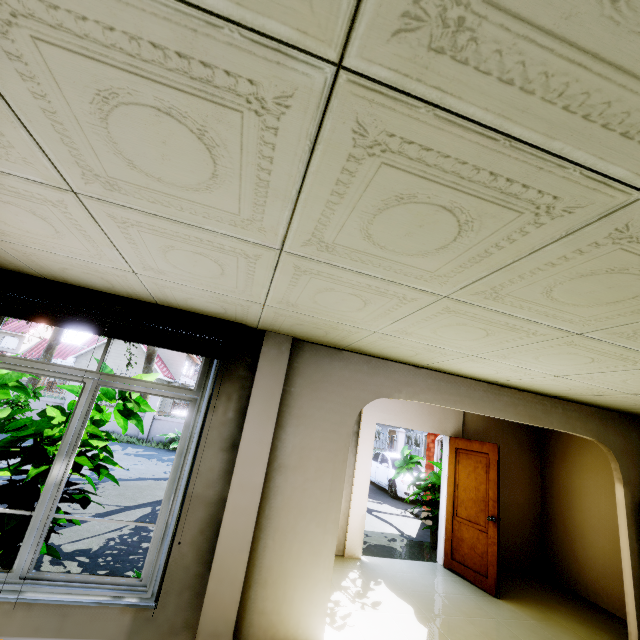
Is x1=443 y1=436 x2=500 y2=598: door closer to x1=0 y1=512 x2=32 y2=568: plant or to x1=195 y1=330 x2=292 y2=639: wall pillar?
x1=195 y1=330 x2=292 y2=639: wall pillar

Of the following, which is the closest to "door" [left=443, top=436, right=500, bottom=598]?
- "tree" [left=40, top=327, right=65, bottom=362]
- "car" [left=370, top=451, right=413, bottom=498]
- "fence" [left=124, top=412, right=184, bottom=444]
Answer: "car" [left=370, top=451, right=413, bottom=498]

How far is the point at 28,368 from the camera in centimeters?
294cm

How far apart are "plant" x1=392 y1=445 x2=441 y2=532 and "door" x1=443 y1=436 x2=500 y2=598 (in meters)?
0.46

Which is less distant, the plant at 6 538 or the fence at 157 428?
the plant at 6 538

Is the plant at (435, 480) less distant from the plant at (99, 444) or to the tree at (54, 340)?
the plant at (99, 444)

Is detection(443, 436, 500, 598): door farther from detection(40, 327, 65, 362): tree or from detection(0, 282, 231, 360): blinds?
detection(40, 327, 65, 362): tree

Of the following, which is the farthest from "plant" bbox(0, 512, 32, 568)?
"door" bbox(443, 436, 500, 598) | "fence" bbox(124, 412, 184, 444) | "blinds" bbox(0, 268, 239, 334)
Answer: "fence" bbox(124, 412, 184, 444)
